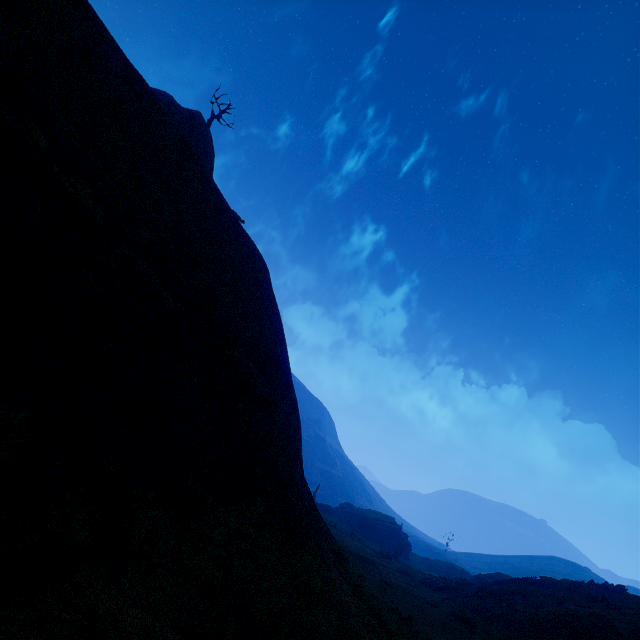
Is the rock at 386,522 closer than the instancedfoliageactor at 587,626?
No

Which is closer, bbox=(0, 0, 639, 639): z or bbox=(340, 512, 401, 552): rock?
bbox=(0, 0, 639, 639): z

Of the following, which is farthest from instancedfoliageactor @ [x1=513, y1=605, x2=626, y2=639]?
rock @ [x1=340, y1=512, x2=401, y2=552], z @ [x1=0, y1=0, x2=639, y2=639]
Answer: rock @ [x1=340, y1=512, x2=401, y2=552]

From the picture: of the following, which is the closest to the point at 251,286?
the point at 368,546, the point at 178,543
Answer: the point at 178,543

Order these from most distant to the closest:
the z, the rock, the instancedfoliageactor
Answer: the rock < the instancedfoliageactor < the z

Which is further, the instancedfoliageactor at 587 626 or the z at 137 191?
the instancedfoliageactor at 587 626

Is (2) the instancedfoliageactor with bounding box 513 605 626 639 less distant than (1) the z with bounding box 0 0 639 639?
No

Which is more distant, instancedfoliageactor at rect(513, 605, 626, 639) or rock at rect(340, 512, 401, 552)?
rock at rect(340, 512, 401, 552)
